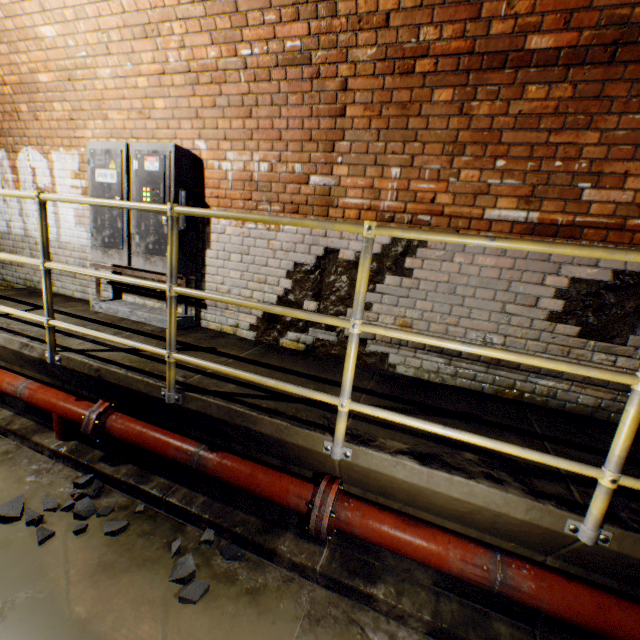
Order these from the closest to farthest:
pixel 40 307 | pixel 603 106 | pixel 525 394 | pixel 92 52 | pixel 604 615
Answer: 1. pixel 604 615
2. pixel 603 106
3. pixel 525 394
4. pixel 92 52
5. pixel 40 307

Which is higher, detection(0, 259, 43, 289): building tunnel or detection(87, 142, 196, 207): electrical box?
detection(87, 142, 196, 207): electrical box

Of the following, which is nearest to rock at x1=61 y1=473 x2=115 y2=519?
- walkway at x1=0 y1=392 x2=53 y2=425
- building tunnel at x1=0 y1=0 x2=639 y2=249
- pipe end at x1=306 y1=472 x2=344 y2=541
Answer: building tunnel at x1=0 y1=0 x2=639 y2=249

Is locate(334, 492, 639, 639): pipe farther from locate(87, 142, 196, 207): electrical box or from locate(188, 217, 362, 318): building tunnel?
locate(87, 142, 196, 207): electrical box

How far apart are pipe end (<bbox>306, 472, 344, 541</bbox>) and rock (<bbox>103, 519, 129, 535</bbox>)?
1.37m

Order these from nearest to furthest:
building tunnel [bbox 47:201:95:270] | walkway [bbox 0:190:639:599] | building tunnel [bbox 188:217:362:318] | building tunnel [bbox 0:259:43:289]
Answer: walkway [bbox 0:190:639:599] → building tunnel [bbox 188:217:362:318] → building tunnel [bbox 47:201:95:270] → building tunnel [bbox 0:259:43:289]

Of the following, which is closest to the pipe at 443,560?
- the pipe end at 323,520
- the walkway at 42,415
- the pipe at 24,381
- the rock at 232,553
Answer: the pipe end at 323,520

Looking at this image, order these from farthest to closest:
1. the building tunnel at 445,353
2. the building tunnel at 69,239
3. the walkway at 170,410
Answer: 1. the building tunnel at 69,239
2. the building tunnel at 445,353
3. the walkway at 170,410
